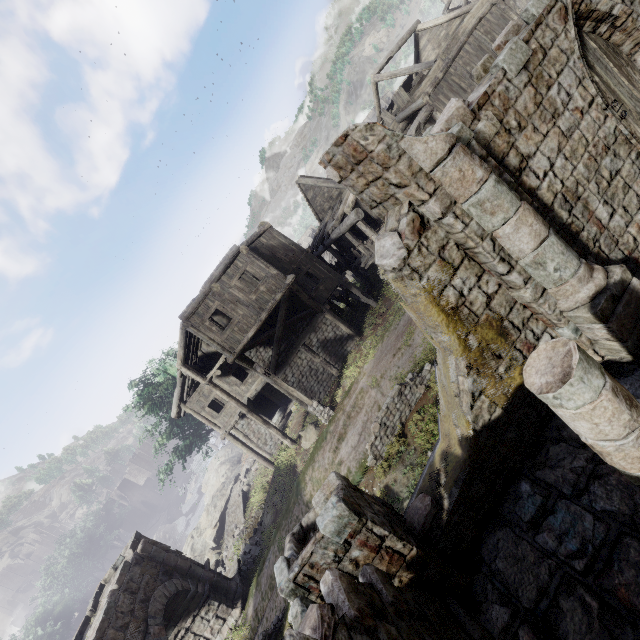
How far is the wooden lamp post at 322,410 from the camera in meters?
15.5 m

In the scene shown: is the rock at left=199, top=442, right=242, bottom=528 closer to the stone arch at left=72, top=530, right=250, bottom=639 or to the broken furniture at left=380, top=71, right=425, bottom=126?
the stone arch at left=72, top=530, right=250, bottom=639

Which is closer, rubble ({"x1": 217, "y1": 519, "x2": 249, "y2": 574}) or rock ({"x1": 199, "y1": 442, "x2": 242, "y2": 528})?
rubble ({"x1": 217, "y1": 519, "x2": 249, "y2": 574})

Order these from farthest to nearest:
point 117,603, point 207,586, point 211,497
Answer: point 211,497, point 207,586, point 117,603

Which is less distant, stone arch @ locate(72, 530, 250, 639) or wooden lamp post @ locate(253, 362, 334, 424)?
stone arch @ locate(72, 530, 250, 639)

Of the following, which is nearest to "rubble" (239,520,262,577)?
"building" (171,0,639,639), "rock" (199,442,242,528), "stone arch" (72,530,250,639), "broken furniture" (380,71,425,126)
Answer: "stone arch" (72,530,250,639)

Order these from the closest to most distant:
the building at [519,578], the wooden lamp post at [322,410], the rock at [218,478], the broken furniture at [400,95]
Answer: the building at [519,578] → the wooden lamp post at [322,410] → the broken furniture at [400,95] → the rock at [218,478]

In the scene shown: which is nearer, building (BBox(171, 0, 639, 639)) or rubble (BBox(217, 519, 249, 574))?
building (BBox(171, 0, 639, 639))
